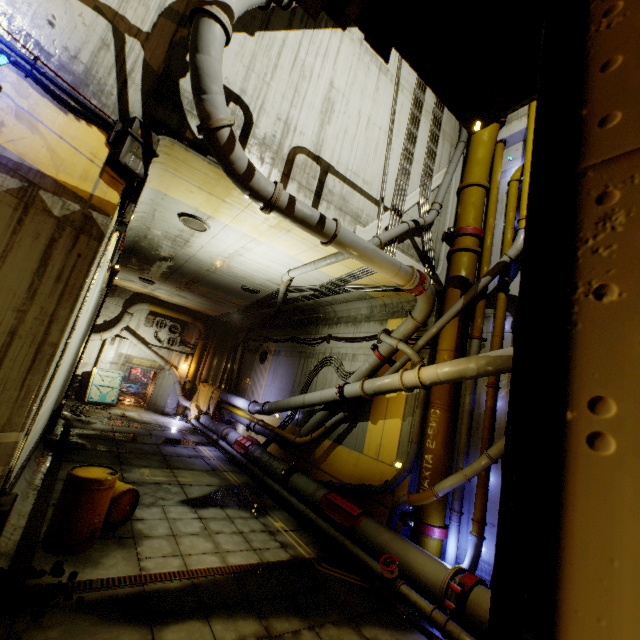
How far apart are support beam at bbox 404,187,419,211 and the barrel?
8.8 meters

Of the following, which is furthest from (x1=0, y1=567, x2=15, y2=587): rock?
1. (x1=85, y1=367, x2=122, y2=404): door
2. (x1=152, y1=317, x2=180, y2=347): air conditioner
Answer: (x1=152, y1=317, x2=180, y2=347): air conditioner

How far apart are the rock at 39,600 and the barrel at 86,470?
0.76m

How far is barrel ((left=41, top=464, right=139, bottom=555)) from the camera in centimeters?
527cm

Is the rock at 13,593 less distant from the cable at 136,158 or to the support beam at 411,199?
the cable at 136,158

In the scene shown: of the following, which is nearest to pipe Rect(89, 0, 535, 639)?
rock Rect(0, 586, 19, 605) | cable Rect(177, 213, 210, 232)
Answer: cable Rect(177, 213, 210, 232)

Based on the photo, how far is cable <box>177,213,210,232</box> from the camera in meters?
8.4

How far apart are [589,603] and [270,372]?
16.91m
